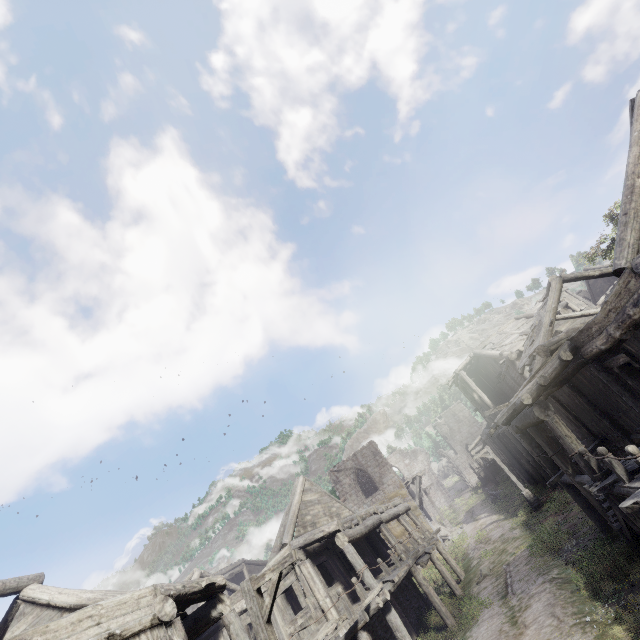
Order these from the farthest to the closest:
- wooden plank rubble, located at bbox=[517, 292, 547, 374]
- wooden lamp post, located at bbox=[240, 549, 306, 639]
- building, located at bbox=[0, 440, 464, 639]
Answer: wooden plank rubble, located at bbox=[517, 292, 547, 374], building, located at bbox=[0, 440, 464, 639], wooden lamp post, located at bbox=[240, 549, 306, 639]

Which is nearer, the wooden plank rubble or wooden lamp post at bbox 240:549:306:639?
wooden lamp post at bbox 240:549:306:639

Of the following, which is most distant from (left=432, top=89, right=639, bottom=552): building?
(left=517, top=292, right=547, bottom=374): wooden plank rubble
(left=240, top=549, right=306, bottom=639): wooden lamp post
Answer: (left=240, top=549, right=306, bottom=639): wooden lamp post

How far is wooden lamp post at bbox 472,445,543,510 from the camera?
22.33m

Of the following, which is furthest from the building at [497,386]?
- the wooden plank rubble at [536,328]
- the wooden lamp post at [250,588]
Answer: the wooden lamp post at [250,588]

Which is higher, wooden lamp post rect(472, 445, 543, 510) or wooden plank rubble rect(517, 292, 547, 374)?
wooden plank rubble rect(517, 292, 547, 374)

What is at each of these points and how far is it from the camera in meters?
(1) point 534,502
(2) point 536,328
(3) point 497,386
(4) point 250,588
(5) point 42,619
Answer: (1) wooden lamp post, 22.4 m
(2) wooden plank rubble, 17.3 m
(3) building, 28.3 m
(4) wooden lamp post, 7.3 m
(5) building, 8.9 m

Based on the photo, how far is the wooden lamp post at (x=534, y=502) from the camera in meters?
22.3 m
